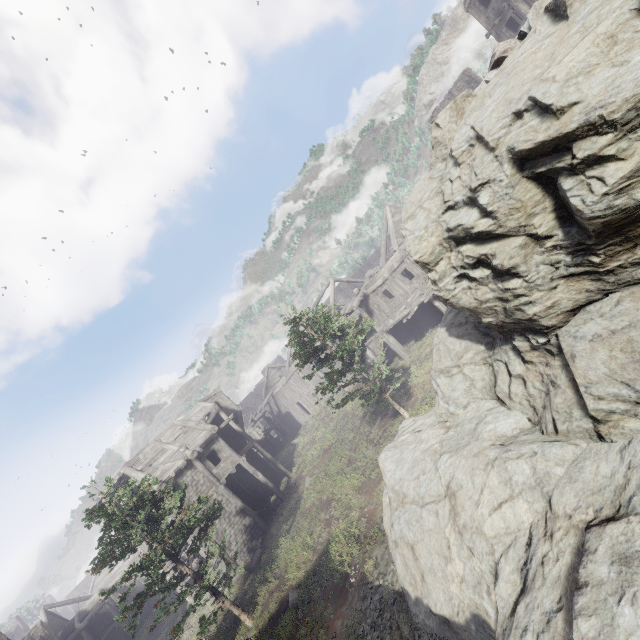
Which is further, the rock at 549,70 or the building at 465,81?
the building at 465,81

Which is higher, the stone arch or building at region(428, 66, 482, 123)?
building at region(428, 66, 482, 123)

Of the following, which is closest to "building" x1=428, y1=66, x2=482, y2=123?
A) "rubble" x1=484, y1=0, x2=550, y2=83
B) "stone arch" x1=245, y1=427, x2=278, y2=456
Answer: "stone arch" x1=245, y1=427, x2=278, y2=456

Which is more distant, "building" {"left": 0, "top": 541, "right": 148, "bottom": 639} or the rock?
"building" {"left": 0, "top": 541, "right": 148, "bottom": 639}

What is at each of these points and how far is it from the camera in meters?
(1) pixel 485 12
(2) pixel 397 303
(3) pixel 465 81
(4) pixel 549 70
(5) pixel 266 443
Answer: (1) building, 24.0 m
(2) building, 24.2 m
(3) building, 35.5 m
(4) rock, 4.4 m
(5) stone arch, 43.5 m

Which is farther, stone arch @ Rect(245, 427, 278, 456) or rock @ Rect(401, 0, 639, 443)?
stone arch @ Rect(245, 427, 278, 456)

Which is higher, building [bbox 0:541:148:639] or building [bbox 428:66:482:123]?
building [bbox 428:66:482:123]

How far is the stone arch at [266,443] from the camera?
43.16m
